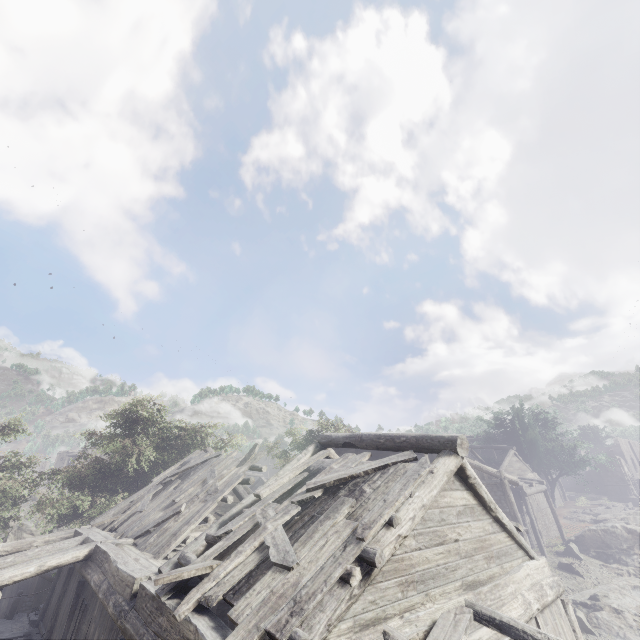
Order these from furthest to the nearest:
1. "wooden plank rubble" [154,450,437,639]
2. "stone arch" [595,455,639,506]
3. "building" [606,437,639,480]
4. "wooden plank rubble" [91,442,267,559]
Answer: "building" [606,437,639,480] → "stone arch" [595,455,639,506] → "wooden plank rubble" [91,442,267,559] → "wooden plank rubble" [154,450,437,639]

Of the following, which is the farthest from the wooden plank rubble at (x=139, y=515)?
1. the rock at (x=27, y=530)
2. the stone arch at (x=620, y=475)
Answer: the stone arch at (x=620, y=475)

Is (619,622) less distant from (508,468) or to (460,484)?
(508,468)

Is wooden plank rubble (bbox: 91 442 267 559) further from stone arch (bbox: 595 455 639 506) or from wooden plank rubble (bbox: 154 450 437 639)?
stone arch (bbox: 595 455 639 506)

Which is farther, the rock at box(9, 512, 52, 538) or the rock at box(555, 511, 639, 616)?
the rock at box(9, 512, 52, 538)

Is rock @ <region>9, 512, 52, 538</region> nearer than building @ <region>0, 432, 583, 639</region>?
No

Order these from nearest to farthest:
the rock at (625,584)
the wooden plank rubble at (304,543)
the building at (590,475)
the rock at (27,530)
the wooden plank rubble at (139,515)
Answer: the wooden plank rubble at (304,543) → the wooden plank rubble at (139,515) → the rock at (625,584) → the rock at (27,530) → the building at (590,475)

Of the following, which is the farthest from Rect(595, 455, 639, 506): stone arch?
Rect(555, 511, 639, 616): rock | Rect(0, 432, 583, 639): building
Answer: Rect(555, 511, 639, 616): rock
